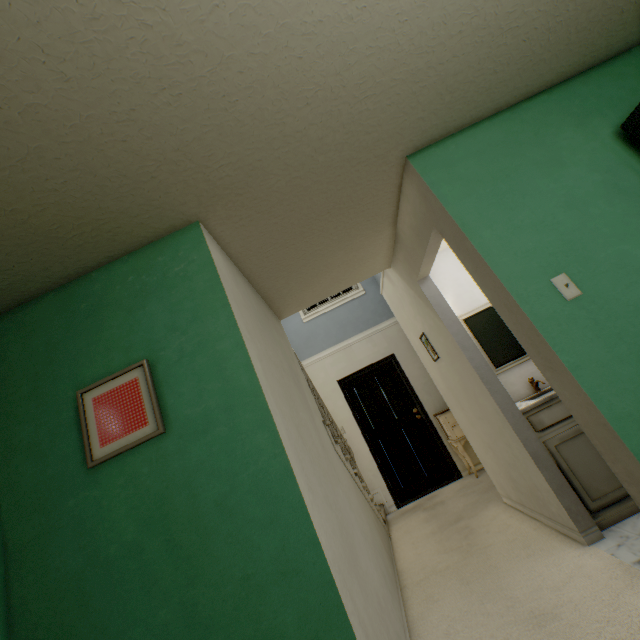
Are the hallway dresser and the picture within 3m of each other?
no

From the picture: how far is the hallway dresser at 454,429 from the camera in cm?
463

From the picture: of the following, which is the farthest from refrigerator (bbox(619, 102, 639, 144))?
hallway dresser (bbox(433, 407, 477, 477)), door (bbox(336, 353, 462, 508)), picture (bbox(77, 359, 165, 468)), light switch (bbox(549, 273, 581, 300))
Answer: door (bbox(336, 353, 462, 508))

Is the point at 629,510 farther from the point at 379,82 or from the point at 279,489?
the point at 379,82

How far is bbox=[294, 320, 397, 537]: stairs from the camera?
3.0m

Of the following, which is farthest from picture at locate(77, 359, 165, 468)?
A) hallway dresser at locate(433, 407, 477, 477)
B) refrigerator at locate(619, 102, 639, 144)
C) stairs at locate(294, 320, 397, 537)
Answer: hallway dresser at locate(433, 407, 477, 477)

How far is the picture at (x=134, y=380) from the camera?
1.4m

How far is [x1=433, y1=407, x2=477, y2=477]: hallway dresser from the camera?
4.6m
